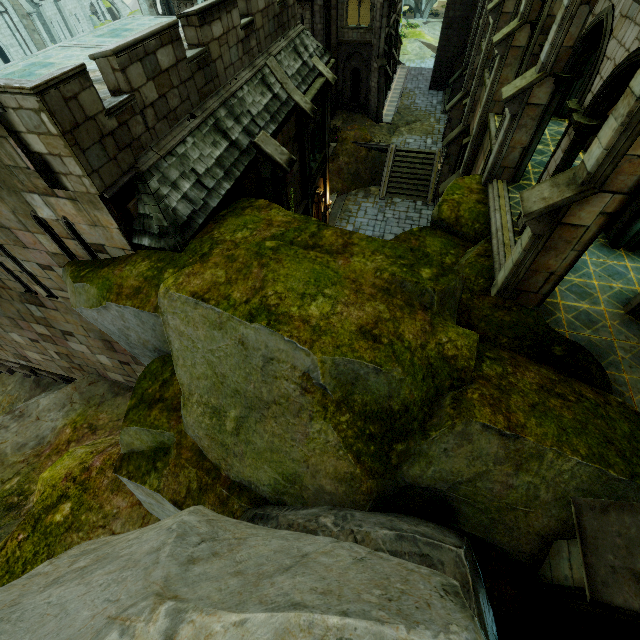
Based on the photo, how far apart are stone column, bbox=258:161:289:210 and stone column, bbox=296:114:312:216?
3.4 meters

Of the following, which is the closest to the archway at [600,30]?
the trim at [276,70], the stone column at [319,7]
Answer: the trim at [276,70]

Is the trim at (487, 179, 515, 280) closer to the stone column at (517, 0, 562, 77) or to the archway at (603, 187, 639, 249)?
the archway at (603, 187, 639, 249)

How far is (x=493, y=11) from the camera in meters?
16.6

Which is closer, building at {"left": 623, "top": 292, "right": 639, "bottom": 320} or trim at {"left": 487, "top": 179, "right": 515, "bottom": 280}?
building at {"left": 623, "top": 292, "right": 639, "bottom": 320}

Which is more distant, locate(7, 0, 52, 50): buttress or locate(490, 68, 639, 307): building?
locate(7, 0, 52, 50): buttress

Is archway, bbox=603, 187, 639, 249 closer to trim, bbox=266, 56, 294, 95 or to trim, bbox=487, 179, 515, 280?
trim, bbox=487, 179, 515, 280

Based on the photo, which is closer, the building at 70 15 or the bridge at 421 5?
the building at 70 15
